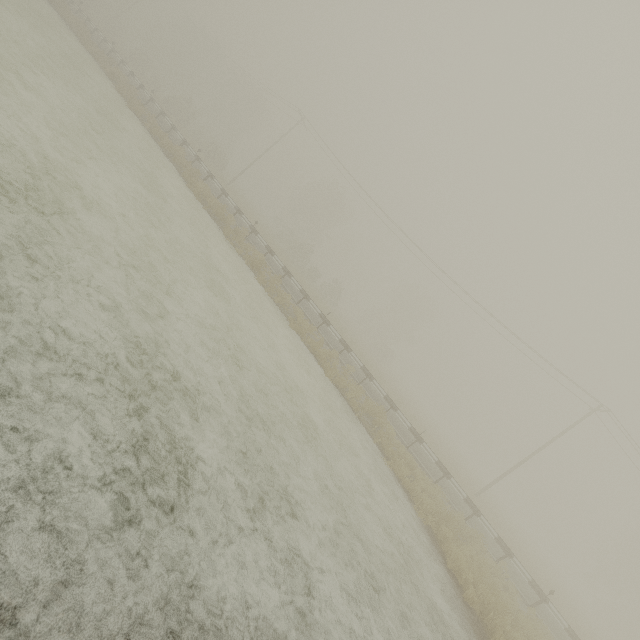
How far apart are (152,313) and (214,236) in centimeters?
1111cm
